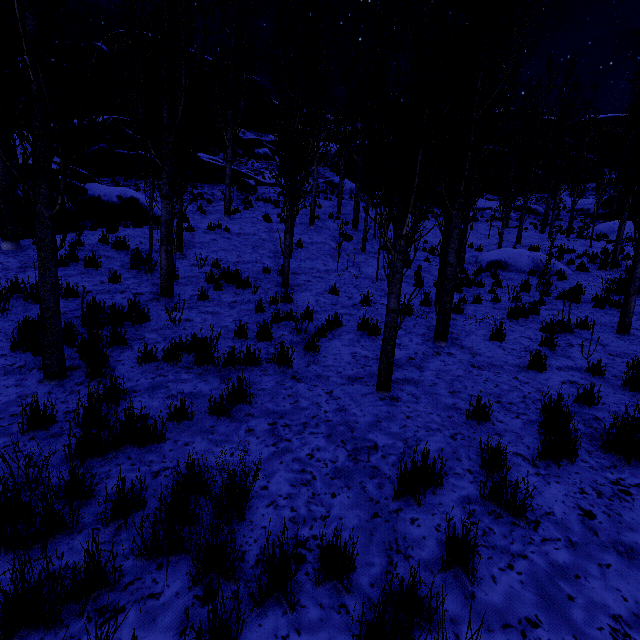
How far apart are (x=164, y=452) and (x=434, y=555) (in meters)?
2.49

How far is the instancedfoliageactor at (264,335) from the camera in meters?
5.7

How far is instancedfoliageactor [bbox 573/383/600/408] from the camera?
4.2m

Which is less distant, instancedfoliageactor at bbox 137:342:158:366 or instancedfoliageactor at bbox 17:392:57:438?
instancedfoliageactor at bbox 17:392:57:438

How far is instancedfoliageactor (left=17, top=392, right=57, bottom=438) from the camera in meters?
3.1 m

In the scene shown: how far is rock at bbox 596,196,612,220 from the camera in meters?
30.6

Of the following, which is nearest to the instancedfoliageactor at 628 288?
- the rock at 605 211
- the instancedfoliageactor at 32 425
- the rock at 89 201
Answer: the rock at 89 201

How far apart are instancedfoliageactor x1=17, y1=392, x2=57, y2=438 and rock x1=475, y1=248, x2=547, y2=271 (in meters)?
14.88
